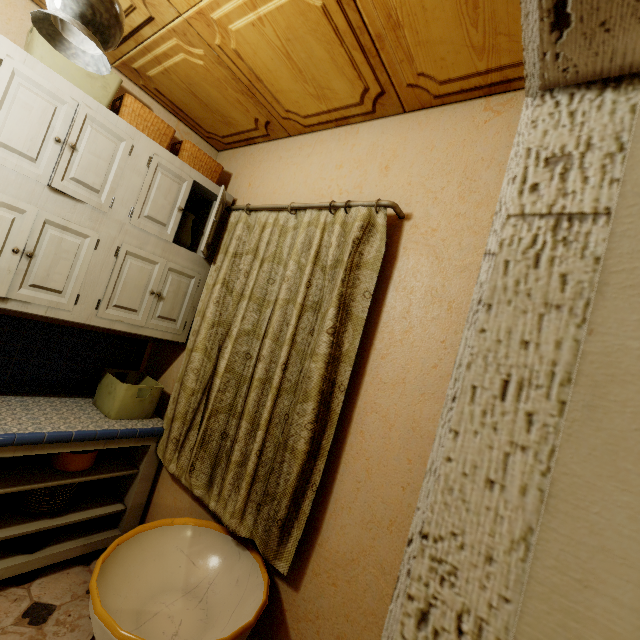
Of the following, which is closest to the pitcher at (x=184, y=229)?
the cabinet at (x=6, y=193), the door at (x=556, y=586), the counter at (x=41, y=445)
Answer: the cabinet at (x=6, y=193)

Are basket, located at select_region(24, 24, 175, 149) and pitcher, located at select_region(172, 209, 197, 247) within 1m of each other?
yes

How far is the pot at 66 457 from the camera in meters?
1.8

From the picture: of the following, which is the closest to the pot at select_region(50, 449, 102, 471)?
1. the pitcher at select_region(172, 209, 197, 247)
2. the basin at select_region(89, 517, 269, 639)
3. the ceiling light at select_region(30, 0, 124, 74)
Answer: the basin at select_region(89, 517, 269, 639)

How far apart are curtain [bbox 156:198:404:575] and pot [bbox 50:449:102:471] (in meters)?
0.35

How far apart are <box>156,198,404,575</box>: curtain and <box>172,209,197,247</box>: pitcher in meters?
0.3 m

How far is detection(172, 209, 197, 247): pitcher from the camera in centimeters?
221cm

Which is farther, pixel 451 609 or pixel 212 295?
pixel 212 295
